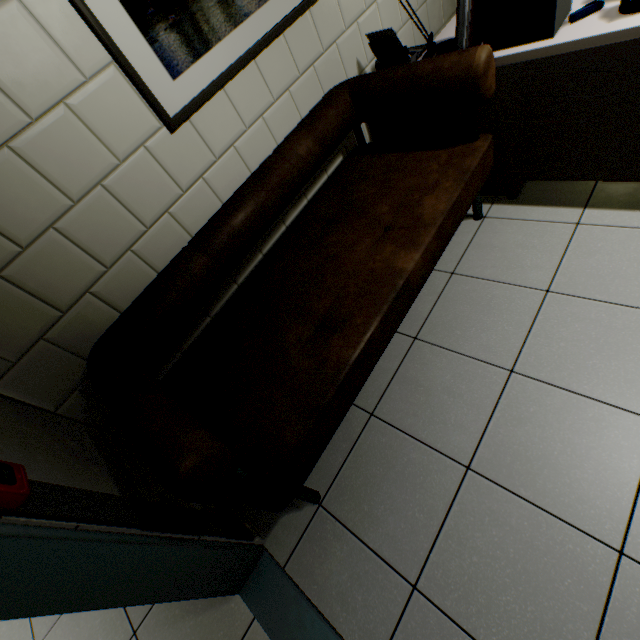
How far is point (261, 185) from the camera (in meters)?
1.65

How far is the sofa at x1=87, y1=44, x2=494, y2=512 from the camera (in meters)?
1.14

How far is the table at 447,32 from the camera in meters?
1.8 m

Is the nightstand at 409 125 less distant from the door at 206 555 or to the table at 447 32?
the table at 447 32

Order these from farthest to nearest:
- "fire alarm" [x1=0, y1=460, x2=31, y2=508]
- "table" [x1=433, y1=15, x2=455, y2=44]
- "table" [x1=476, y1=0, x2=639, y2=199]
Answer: "table" [x1=433, y1=15, x2=455, y2=44] < "table" [x1=476, y1=0, x2=639, y2=199] < "fire alarm" [x1=0, y1=460, x2=31, y2=508]

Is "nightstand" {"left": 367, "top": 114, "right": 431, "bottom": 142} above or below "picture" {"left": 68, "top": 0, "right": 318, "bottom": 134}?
below

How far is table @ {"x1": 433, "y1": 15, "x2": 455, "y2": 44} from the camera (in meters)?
1.84

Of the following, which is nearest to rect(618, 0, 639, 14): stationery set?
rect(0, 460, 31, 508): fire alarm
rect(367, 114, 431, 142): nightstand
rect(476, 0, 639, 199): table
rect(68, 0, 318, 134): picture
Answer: rect(476, 0, 639, 199): table
